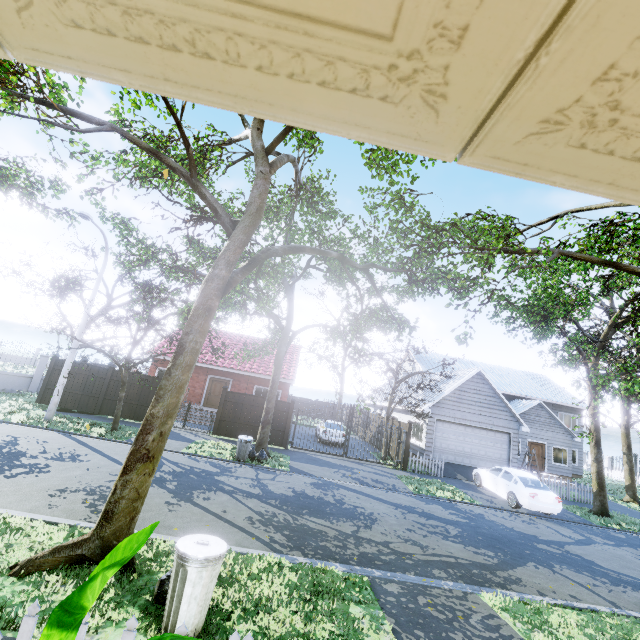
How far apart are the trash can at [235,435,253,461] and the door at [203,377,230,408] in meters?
9.5

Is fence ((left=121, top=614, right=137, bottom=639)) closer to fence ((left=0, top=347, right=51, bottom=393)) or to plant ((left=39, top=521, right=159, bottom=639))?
plant ((left=39, top=521, right=159, bottom=639))

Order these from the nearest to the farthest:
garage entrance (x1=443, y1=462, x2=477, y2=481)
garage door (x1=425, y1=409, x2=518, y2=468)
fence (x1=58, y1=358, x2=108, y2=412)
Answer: fence (x1=58, y1=358, x2=108, y2=412) → garage entrance (x1=443, y1=462, x2=477, y2=481) → garage door (x1=425, y1=409, x2=518, y2=468)

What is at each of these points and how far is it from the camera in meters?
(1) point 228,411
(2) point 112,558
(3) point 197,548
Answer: (1) fence, 17.4
(2) plant, 1.3
(3) trash can, 4.1

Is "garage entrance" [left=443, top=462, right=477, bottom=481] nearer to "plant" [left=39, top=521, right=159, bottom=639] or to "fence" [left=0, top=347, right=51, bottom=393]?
"fence" [left=0, top=347, right=51, bottom=393]

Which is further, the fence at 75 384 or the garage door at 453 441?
the garage door at 453 441

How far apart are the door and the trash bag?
18.6 meters

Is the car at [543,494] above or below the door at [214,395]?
below
